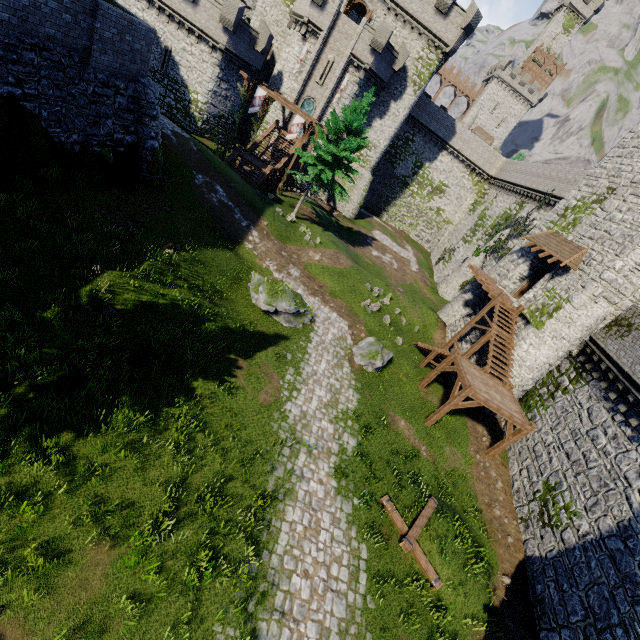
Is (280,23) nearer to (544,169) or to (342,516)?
(544,169)

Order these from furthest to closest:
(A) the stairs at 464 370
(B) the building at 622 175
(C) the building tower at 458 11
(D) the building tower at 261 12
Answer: (D) the building tower at 261 12
(C) the building tower at 458 11
(B) the building at 622 175
(A) the stairs at 464 370

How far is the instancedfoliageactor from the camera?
24.4m

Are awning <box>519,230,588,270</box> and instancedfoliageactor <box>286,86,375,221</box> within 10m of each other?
no

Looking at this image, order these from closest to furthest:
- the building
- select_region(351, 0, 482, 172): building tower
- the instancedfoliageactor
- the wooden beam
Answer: the wooden beam, the building, the instancedfoliageactor, select_region(351, 0, 482, 172): building tower

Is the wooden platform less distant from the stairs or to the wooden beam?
the stairs

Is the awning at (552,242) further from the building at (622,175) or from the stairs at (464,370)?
the stairs at (464,370)

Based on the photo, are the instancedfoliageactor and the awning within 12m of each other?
no
